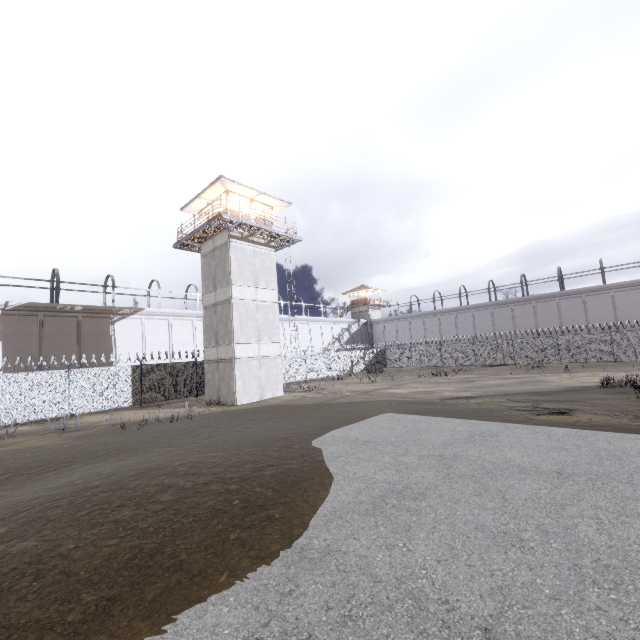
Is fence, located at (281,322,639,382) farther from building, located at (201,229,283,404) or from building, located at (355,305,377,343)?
building, located at (355,305,377,343)

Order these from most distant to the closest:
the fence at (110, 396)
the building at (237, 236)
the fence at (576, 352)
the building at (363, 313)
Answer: the building at (363, 313)
the fence at (576, 352)
the building at (237, 236)
the fence at (110, 396)

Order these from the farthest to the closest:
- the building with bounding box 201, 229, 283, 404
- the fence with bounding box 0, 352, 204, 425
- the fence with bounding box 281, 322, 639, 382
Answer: the fence with bounding box 281, 322, 639, 382 < the building with bounding box 201, 229, 283, 404 < the fence with bounding box 0, 352, 204, 425

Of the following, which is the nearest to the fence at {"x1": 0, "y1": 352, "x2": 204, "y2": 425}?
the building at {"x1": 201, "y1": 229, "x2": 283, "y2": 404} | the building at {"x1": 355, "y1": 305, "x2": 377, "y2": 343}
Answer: the building at {"x1": 201, "y1": 229, "x2": 283, "y2": 404}

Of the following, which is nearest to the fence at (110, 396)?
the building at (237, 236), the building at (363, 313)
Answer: the building at (237, 236)

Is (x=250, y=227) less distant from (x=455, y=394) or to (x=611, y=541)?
(x=455, y=394)

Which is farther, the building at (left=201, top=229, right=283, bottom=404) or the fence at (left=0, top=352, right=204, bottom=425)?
the building at (left=201, top=229, right=283, bottom=404)
